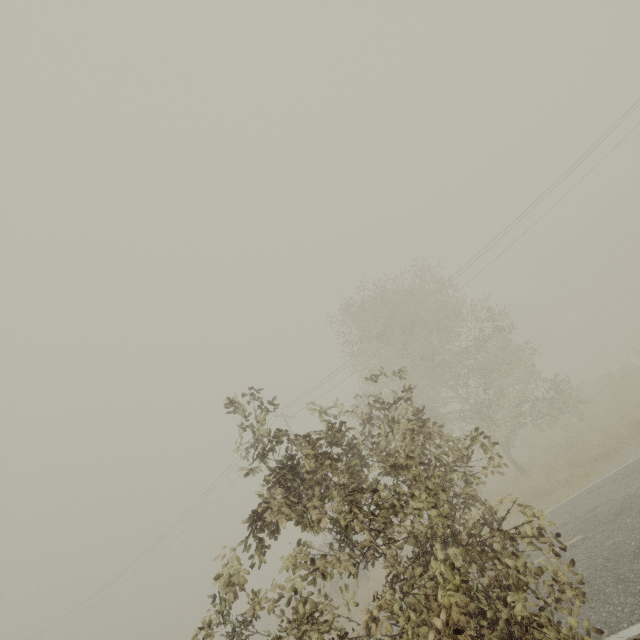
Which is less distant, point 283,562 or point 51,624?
point 283,562
